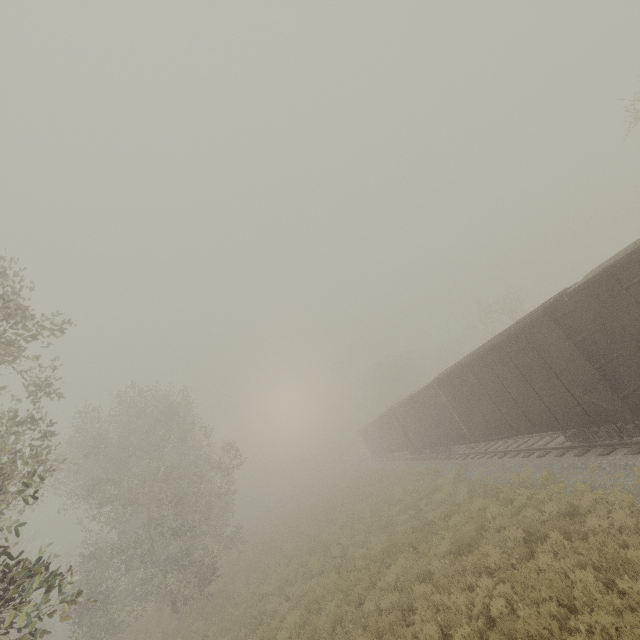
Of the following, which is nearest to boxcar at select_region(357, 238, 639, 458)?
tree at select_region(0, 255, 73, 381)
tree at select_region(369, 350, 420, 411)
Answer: tree at select_region(369, 350, 420, 411)

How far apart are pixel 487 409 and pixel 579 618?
9.2 meters

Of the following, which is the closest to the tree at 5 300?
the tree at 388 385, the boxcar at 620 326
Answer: the boxcar at 620 326

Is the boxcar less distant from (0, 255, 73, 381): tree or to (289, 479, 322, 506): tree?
(289, 479, 322, 506): tree

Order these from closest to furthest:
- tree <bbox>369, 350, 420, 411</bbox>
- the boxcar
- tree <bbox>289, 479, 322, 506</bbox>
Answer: the boxcar < tree <bbox>289, 479, 322, 506</bbox> < tree <bbox>369, 350, 420, 411</bbox>

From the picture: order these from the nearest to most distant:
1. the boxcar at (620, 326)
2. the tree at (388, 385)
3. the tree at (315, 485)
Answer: the boxcar at (620, 326) < the tree at (315, 485) < the tree at (388, 385)

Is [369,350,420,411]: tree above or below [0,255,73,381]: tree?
below

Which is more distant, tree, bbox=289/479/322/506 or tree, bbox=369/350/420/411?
tree, bbox=369/350/420/411
